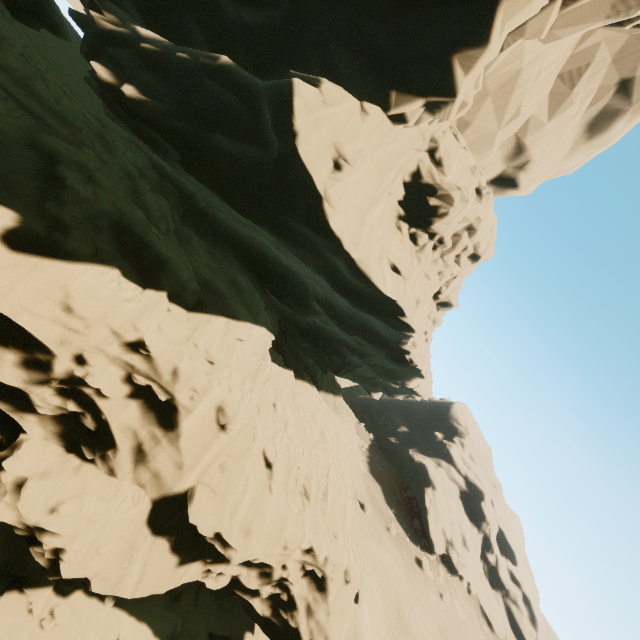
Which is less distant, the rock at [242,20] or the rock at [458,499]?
the rock at [242,20]

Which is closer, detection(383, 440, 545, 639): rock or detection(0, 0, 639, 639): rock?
detection(0, 0, 639, 639): rock

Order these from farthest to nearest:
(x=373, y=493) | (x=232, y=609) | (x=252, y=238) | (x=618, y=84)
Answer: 1. (x=373, y=493)
2. (x=618, y=84)
3. (x=252, y=238)
4. (x=232, y=609)
